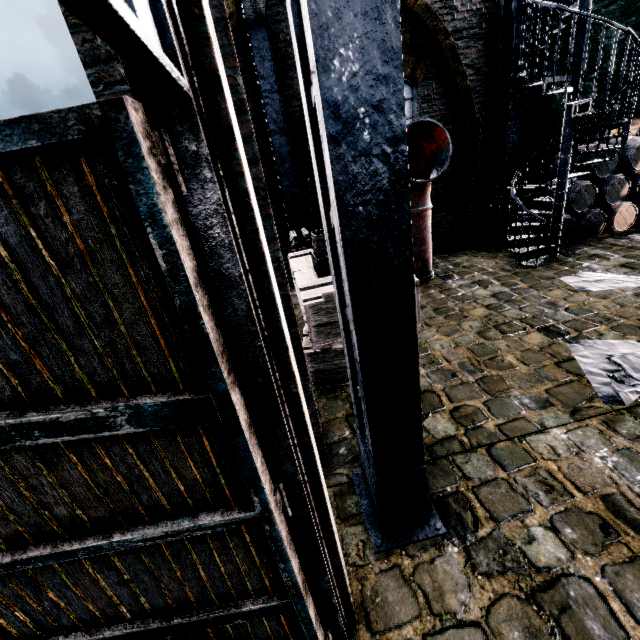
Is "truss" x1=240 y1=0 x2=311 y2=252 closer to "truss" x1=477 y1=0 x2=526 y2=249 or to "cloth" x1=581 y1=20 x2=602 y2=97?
"truss" x1=477 y1=0 x2=526 y2=249

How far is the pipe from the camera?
6.6 meters

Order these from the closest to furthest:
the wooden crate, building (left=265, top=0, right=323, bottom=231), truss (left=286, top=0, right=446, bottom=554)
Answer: truss (left=286, top=0, right=446, bottom=554)
the wooden crate
building (left=265, top=0, right=323, bottom=231)

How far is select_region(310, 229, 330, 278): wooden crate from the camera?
4.75m

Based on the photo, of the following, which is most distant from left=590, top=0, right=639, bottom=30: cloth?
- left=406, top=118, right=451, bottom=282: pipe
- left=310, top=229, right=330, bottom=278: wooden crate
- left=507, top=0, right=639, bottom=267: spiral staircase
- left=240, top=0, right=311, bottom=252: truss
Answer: left=310, top=229, right=330, bottom=278: wooden crate

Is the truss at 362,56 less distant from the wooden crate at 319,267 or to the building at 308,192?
the building at 308,192

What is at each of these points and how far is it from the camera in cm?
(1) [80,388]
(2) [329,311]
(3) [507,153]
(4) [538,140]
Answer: (1) door, 117
(2) wooden chest, 427
(3) truss, 831
(4) building, 941

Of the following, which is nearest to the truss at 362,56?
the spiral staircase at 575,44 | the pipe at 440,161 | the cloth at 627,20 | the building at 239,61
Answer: the building at 239,61
